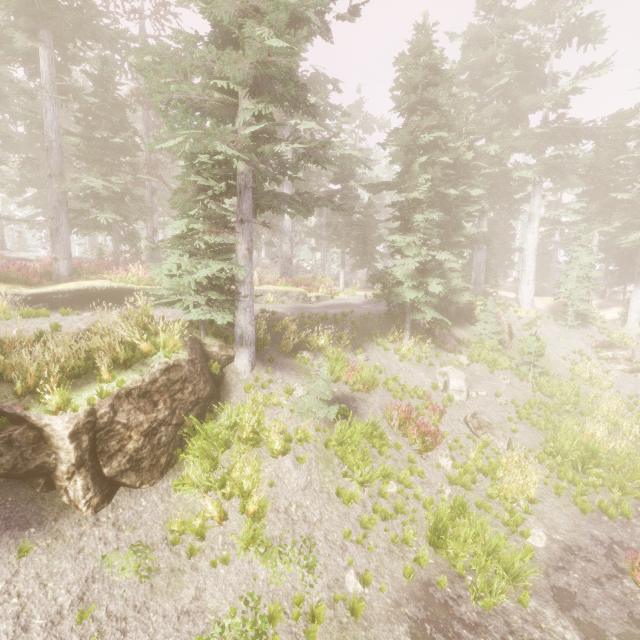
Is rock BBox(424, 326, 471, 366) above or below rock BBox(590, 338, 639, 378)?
above

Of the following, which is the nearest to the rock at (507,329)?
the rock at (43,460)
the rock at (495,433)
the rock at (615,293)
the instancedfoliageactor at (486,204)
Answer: the instancedfoliageactor at (486,204)

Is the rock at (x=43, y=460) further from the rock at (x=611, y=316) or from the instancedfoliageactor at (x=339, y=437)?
the rock at (x=611, y=316)

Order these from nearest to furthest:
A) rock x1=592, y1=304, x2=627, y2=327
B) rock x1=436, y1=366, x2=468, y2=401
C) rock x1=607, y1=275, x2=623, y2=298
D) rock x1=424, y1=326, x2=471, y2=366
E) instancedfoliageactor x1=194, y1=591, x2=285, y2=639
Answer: instancedfoliageactor x1=194, y1=591, x2=285, y2=639 < rock x1=436, y1=366, x2=468, y2=401 < rock x1=424, y1=326, x2=471, y2=366 < rock x1=592, y1=304, x2=627, y2=327 < rock x1=607, y1=275, x2=623, y2=298

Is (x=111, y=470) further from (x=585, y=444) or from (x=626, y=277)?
(x=626, y=277)

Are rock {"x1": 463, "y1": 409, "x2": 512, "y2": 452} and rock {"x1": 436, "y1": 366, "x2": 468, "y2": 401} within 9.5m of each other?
yes

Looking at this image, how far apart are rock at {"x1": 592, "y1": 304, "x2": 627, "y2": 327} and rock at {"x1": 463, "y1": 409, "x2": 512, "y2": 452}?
19.5m

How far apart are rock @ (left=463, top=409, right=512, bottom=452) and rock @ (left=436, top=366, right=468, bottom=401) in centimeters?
84cm
